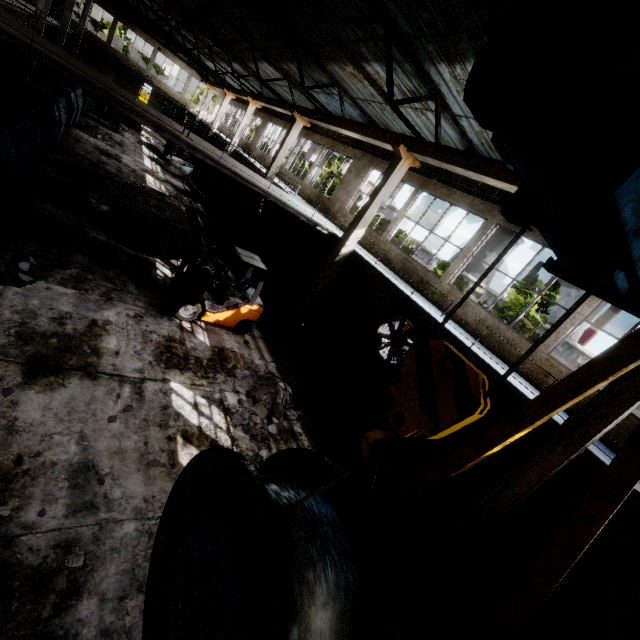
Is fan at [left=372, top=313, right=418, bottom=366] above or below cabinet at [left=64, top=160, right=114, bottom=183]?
above

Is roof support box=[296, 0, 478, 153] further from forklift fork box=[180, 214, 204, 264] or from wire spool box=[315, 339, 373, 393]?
wire spool box=[315, 339, 373, 393]

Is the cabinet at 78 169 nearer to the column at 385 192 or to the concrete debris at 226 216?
the concrete debris at 226 216

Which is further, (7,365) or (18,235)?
(18,235)

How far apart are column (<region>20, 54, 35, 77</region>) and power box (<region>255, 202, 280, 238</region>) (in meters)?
15.81

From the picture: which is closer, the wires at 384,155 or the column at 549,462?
the column at 549,462

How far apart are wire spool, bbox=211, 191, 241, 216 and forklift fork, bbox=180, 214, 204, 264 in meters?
15.6

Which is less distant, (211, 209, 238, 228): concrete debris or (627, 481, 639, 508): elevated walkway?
(627, 481, 639, 508): elevated walkway
